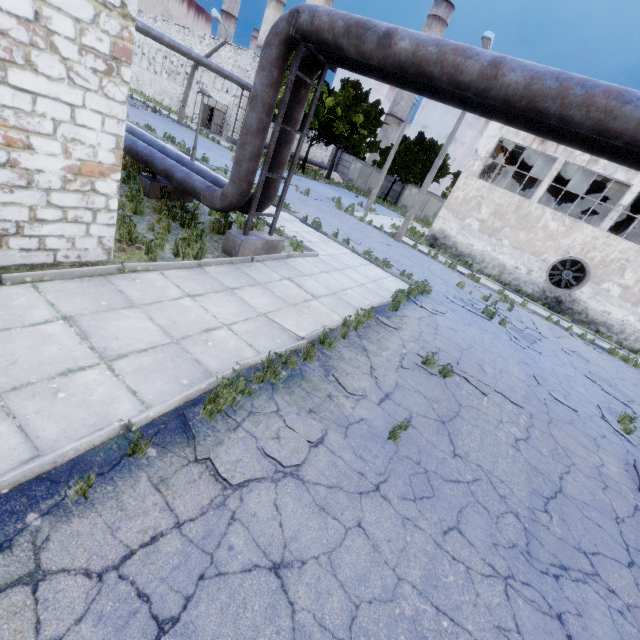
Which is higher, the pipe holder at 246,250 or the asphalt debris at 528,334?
the pipe holder at 246,250

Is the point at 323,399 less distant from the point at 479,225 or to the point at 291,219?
the point at 291,219

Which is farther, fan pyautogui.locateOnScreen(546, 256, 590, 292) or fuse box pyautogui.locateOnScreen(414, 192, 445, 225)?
fuse box pyautogui.locateOnScreen(414, 192, 445, 225)

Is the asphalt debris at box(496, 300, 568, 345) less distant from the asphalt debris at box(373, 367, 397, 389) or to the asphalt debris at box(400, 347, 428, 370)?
the asphalt debris at box(400, 347, 428, 370)

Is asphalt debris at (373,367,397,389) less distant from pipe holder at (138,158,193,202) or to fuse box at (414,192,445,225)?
pipe holder at (138,158,193,202)

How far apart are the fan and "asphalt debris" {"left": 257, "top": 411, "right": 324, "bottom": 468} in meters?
21.7 m

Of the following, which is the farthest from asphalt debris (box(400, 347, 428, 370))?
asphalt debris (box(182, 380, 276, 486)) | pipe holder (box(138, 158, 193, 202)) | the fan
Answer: the fan

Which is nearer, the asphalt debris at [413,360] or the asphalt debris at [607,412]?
the asphalt debris at [413,360]
